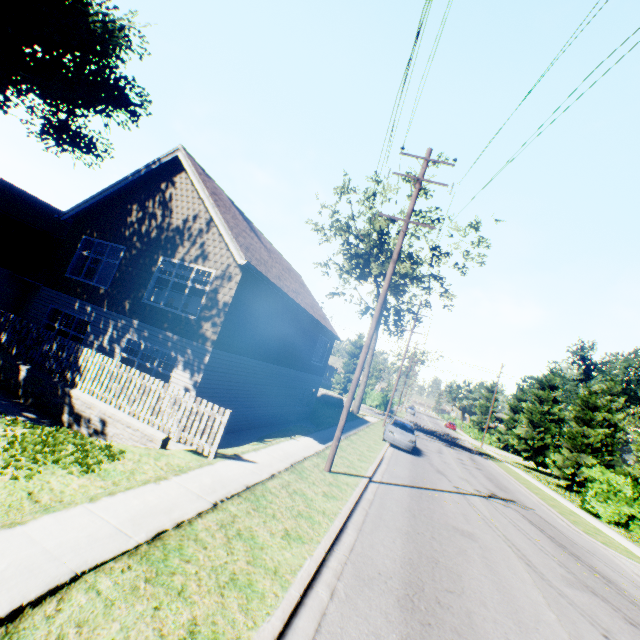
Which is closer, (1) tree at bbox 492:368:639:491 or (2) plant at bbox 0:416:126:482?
(2) plant at bbox 0:416:126:482

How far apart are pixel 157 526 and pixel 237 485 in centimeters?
241cm

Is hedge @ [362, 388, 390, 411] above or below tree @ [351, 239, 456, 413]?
below

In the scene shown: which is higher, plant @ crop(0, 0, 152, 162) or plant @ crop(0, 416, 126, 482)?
plant @ crop(0, 0, 152, 162)

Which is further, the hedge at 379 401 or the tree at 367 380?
the hedge at 379 401

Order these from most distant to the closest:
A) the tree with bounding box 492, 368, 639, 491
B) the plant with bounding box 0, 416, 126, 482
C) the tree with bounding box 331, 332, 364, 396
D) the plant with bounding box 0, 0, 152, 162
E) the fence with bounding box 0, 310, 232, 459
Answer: the tree with bounding box 331, 332, 364, 396
the tree with bounding box 492, 368, 639, 491
the plant with bounding box 0, 0, 152, 162
the fence with bounding box 0, 310, 232, 459
the plant with bounding box 0, 416, 126, 482

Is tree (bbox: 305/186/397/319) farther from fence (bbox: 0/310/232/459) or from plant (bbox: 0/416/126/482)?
fence (bbox: 0/310/232/459)

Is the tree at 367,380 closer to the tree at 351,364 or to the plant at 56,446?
the tree at 351,364
